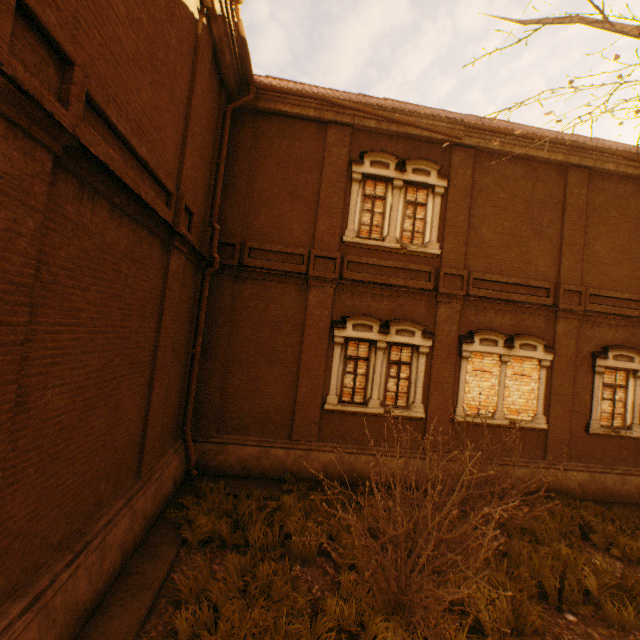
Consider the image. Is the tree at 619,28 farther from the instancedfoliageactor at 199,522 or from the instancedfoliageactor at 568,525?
the instancedfoliageactor at 199,522

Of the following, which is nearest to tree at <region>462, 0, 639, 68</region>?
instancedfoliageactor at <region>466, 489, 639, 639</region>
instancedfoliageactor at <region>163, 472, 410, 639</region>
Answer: instancedfoliageactor at <region>466, 489, 639, 639</region>

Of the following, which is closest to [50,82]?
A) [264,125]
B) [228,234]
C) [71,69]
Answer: [71,69]

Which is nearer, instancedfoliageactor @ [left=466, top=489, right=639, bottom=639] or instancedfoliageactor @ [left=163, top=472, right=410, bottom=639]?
instancedfoliageactor @ [left=163, top=472, right=410, bottom=639]

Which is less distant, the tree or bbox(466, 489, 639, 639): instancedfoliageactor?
the tree

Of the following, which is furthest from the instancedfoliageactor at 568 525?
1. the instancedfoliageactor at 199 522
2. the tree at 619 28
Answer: the instancedfoliageactor at 199 522

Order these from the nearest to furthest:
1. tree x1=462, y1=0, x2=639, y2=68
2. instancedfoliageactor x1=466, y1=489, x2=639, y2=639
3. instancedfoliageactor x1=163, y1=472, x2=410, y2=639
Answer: tree x1=462, y1=0, x2=639, y2=68 → instancedfoliageactor x1=163, y1=472, x2=410, y2=639 → instancedfoliageactor x1=466, y1=489, x2=639, y2=639
